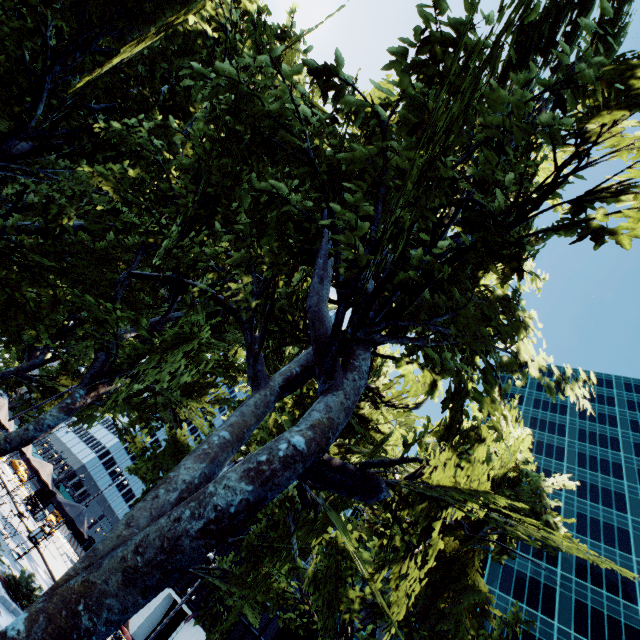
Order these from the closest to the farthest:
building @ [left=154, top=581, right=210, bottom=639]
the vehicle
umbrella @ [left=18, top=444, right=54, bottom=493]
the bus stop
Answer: umbrella @ [left=18, top=444, right=54, bottom=493] < the bus stop < building @ [left=154, top=581, right=210, bottom=639] < the vehicle

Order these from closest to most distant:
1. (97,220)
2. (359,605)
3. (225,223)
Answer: (225,223) → (359,605) → (97,220)

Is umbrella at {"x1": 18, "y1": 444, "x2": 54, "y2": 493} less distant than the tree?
No

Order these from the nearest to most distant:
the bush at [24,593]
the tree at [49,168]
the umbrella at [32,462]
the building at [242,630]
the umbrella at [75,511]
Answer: the tree at [49,168] → the bush at [24,593] → the umbrella at [75,511] → the umbrella at [32,462] → the building at [242,630]

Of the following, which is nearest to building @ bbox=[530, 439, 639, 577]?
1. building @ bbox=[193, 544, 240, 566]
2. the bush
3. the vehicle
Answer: building @ bbox=[193, 544, 240, 566]

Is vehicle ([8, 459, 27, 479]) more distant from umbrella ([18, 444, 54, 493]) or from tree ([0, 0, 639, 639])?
umbrella ([18, 444, 54, 493])

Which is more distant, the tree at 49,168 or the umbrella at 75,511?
the umbrella at 75,511

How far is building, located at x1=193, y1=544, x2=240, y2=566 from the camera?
51.5 meters
